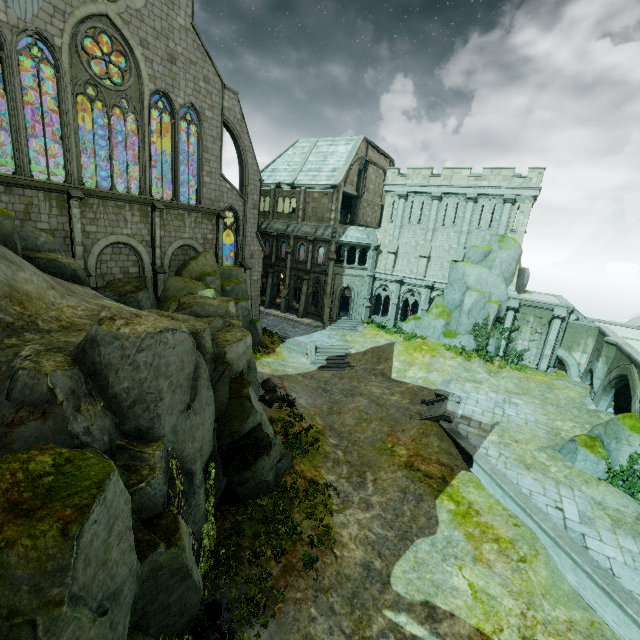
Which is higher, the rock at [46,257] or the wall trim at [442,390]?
the rock at [46,257]

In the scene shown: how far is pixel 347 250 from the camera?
34.84m

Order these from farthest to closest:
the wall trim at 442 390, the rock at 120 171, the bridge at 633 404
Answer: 1. the rock at 120 171
2. the wall trim at 442 390
3. the bridge at 633 404

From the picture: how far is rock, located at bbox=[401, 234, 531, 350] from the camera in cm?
2847

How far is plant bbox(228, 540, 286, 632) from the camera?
9.20m

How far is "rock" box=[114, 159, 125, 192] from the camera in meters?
28.7

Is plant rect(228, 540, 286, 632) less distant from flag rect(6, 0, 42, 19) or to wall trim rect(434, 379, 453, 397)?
wall trim rect(434, 379, 453, 397)

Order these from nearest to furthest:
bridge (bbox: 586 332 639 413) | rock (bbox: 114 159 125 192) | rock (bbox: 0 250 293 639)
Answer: rock (bbox: 0 250 293 639)
bridge (bbox: 586 332 639 413)
rock (bbox: 114 159 125 192)
